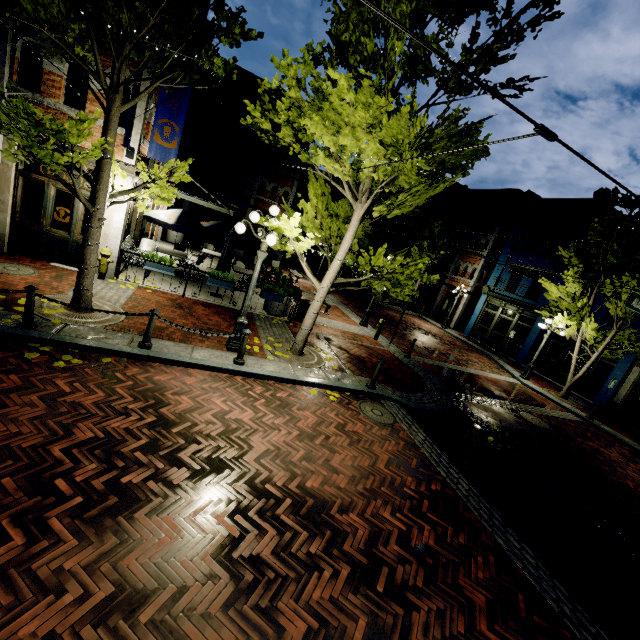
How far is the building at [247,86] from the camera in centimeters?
2298cm

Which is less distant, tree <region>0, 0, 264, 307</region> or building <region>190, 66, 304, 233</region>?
tree <region>0, 0, 264, 307</region>

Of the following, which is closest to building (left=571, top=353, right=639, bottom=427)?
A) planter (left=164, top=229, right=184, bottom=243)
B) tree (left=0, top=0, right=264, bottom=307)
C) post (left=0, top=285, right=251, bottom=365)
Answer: tree (left=0, top=0, right=264, bottom=307)

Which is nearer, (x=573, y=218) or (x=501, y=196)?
(x=573, y=218)

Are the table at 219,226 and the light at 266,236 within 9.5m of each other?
yes

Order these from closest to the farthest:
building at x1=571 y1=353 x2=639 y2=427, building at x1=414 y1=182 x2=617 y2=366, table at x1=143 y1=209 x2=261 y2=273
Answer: table at x1=143 y1=209 x2=261 y2=273 < building at x1=571 y1=353 x2=639 y2=427 < building at x1=414 y1=182 x2=617 y2=366

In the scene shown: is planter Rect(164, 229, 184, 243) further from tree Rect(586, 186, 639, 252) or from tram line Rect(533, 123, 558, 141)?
tram line Rect(533, 123, 558, 141)

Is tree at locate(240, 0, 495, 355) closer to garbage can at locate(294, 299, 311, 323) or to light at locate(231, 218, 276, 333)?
light at locate(231, 218, 276, 333)
